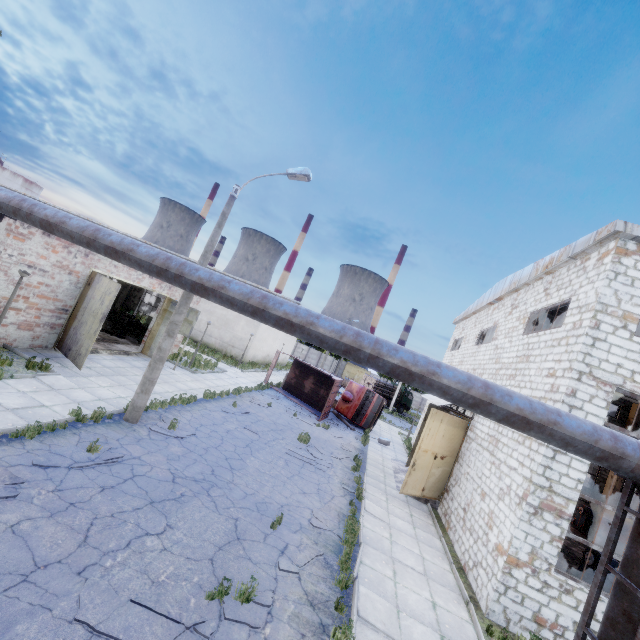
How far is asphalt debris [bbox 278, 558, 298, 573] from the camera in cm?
692

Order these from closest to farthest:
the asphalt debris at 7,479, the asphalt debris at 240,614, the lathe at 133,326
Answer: the asphalt debris at 240,614, the asphalt debris at 7,479, the lathe at 133,326

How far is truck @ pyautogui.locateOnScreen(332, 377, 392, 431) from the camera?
25.16m

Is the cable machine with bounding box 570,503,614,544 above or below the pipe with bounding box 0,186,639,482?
below

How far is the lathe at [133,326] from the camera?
22.3 meters

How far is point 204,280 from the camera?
6.2m

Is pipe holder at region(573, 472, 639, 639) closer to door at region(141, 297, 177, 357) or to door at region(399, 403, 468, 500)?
door at region(399, 403, 468, 500)

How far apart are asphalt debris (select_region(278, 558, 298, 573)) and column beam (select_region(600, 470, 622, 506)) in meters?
26.1
